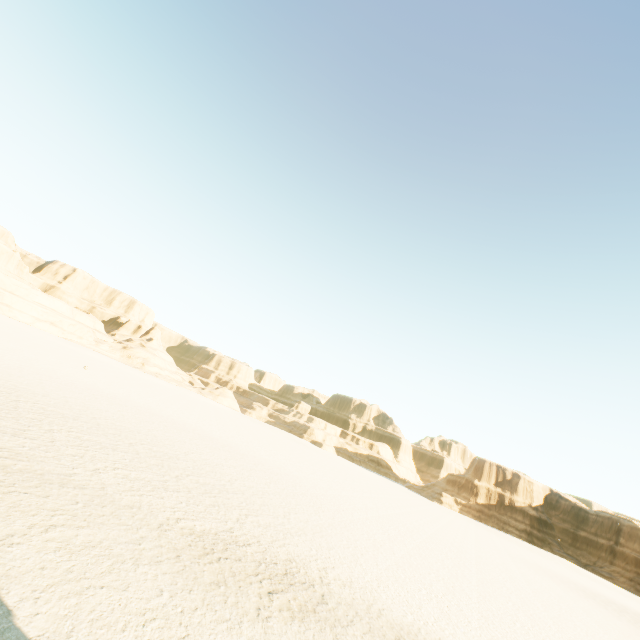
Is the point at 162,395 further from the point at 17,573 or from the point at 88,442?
the point at 17,573
